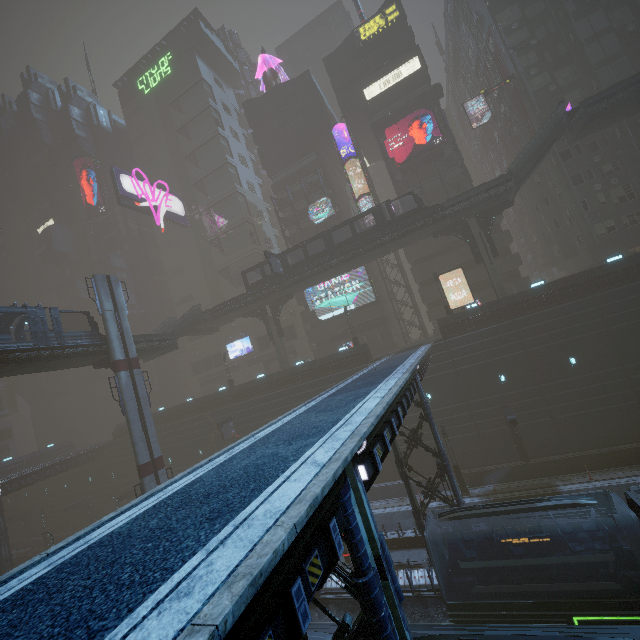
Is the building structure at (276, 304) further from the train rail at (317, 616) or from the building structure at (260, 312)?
the train rail at (317, 616)

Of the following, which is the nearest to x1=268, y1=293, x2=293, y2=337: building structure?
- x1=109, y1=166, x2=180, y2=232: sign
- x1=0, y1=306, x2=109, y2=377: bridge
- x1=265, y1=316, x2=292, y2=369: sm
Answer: x1=265, y1=316, x2=292, y2=369: sm

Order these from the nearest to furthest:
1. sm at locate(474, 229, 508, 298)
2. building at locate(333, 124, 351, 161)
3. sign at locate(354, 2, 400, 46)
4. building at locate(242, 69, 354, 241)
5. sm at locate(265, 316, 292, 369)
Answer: sm at locate(474, 229, 508, 298)
sm at locate(265, 316, 292, 369)
sign at locate(354, 2, 400, 46)
building at locate(333, 124, 351, 161)
building at locate(242, 69, 354, 241)

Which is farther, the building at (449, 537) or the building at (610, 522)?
the building at (449, 537)

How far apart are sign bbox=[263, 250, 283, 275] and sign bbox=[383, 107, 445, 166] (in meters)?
19.29

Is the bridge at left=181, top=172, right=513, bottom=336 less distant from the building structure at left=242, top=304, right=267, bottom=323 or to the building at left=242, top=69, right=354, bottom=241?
the building structure at left=242, top=304, right=267, bottom=323

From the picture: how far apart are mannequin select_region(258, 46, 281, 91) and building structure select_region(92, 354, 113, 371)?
46.8 meters

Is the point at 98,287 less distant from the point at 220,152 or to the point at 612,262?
the point at 220,152
